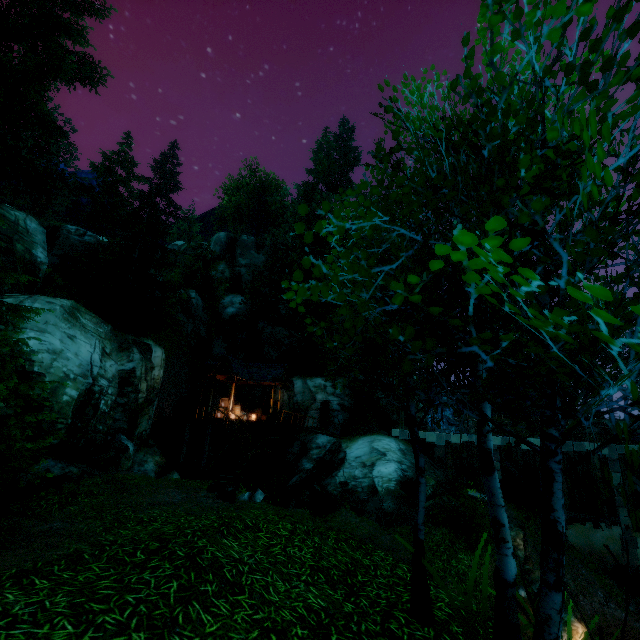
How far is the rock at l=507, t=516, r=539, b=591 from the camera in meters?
13.8

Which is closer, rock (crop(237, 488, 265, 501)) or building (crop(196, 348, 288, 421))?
rock (crop(237, 488, 265, 501))

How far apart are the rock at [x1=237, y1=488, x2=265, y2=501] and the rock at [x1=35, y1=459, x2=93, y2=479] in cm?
604

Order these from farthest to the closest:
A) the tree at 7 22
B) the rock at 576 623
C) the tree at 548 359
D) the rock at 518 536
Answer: the tree at 7 22
the rock at 518 536
the rock at 576 623
the tree at 548 359

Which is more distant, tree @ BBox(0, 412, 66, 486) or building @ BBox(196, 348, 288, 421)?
building @ BBox(196, 348, 288, 421)

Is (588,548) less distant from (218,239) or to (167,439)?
(167,439)

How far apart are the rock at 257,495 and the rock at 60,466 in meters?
6.0
